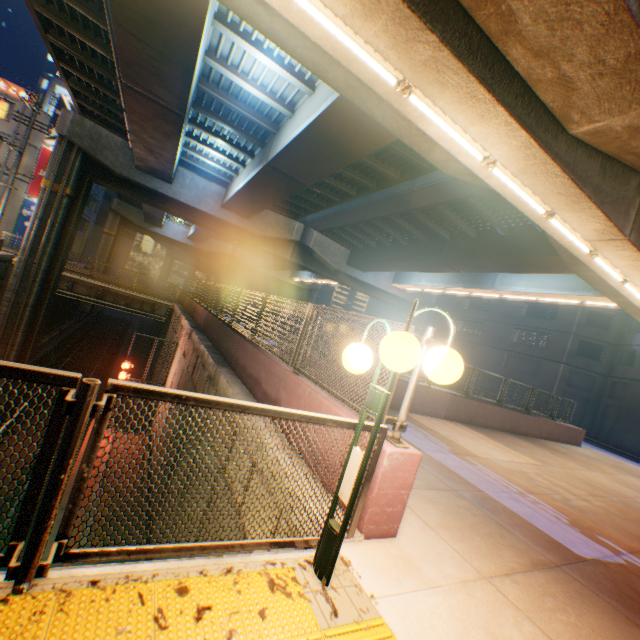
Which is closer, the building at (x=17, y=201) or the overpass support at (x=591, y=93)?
the overpass support at (x=591, y=93)

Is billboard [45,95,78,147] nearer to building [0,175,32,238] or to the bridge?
building [0,175,32,238]

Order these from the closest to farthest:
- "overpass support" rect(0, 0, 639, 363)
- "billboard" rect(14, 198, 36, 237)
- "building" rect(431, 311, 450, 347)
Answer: "overpass support" rect(0, 0, 639, 363) < "billboard" rect(14, 198, 36, 237) < "building" rect(431, 311, 450, 347)

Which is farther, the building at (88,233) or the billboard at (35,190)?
the building at (88,233)

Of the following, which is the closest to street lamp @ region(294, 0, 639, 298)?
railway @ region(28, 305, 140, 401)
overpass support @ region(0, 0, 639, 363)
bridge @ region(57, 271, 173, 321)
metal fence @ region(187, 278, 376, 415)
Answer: overpass support @ region(0, 0, 639, 363)

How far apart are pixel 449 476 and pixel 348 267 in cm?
2363

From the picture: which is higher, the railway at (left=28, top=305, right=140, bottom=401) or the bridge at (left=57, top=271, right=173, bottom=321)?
the bridge at (left=57, top=271, right=173, bottom=321)

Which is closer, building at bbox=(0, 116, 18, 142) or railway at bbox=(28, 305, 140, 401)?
railway at bbox=(28, 305, 140, 401)
